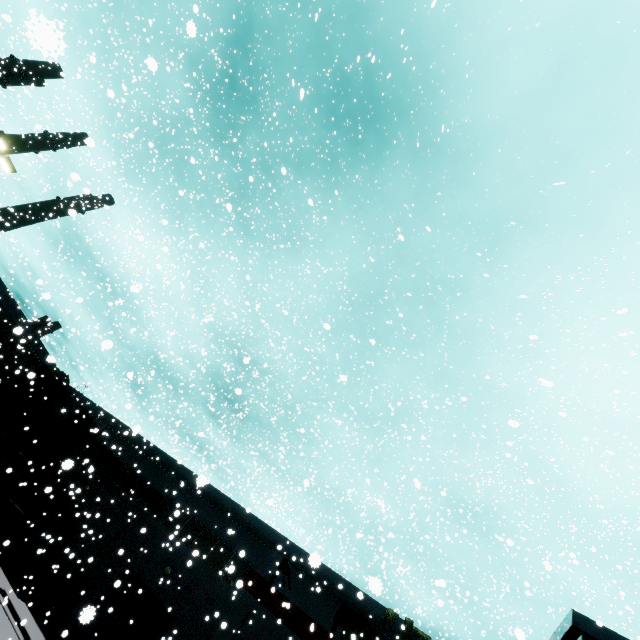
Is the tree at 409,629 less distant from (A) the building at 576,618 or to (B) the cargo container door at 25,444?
(A) the building at 576,618

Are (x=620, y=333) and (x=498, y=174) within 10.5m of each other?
no

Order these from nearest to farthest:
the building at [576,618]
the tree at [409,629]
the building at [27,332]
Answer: the building at [576,618], the tree at [409,629], the building at [27,332]

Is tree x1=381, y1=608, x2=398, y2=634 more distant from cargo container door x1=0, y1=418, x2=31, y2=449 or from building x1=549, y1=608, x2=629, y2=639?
cargo container door x1=0, y1=418, x2=31, y2=449

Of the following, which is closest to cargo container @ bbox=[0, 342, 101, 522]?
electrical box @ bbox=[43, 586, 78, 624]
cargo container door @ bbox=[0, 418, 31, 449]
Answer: cargo container door @ bbox=[0, 418, 31, 449]

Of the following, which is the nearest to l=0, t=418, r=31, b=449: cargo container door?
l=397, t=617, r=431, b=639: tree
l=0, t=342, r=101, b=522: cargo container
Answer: l=0, t=342, r=101, b=522: cargo container

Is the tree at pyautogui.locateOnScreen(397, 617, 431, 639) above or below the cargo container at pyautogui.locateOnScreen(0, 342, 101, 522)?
above

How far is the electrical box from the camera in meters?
18.5 m
